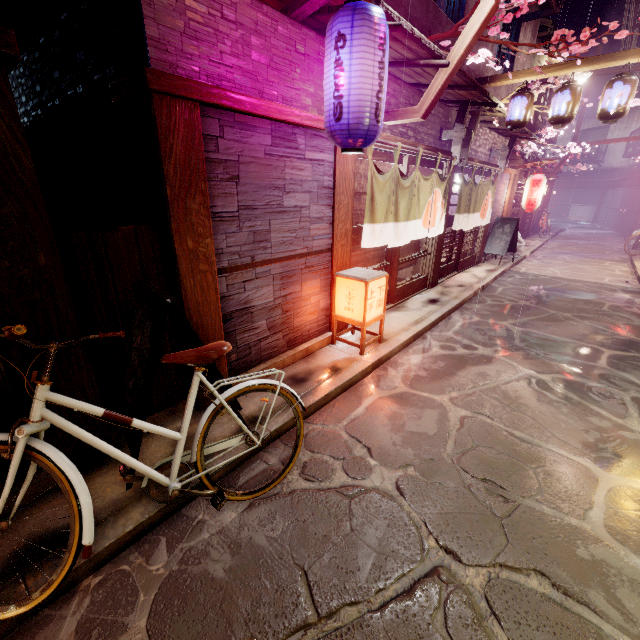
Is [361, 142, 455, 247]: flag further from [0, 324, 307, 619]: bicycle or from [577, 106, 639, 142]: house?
[0, 324, 307, 619]: bicycle

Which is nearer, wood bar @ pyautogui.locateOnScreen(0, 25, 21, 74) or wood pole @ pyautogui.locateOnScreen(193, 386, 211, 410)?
wood bar @ pyautogui.locateOnScreen(0, 25, 21, 74)

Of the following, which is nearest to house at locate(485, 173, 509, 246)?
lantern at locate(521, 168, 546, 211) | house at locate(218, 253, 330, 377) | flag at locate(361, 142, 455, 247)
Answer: lantern at locate(521, 168, 546, 211)

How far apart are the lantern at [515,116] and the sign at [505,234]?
6.7 meters

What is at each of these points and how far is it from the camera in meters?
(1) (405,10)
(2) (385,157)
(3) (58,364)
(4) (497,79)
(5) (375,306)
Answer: (1) house, 8.6
(2) door, 9.5
(3) wood pole, 4.3
(4) wood support, 12.7
(5) light, 8.3

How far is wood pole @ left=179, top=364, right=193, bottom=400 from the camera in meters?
5.9

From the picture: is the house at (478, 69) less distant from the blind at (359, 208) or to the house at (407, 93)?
the house at (407, 93)

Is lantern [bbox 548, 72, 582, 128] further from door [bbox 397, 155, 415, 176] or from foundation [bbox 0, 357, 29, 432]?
foundation [bbox 0, 357, 29, 432]
